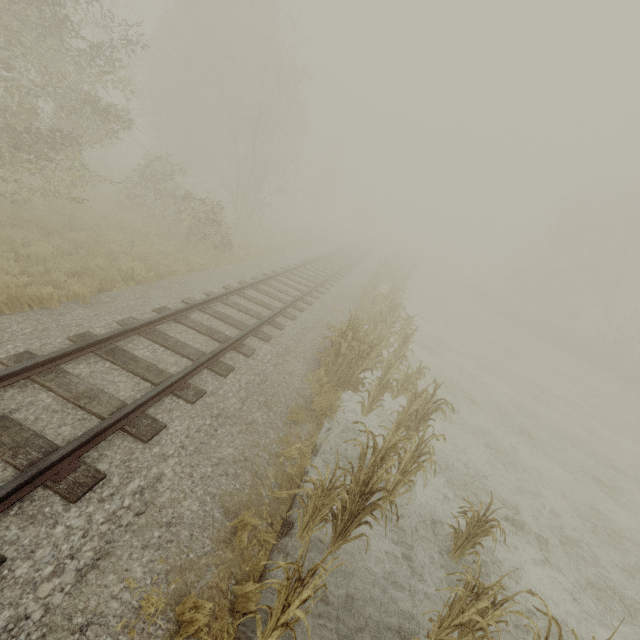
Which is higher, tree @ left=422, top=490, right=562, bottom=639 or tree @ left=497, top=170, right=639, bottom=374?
tree @ left=497, top=170, right=639, bottom=374

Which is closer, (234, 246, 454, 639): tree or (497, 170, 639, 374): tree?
(234, 246, 454, 639): tree

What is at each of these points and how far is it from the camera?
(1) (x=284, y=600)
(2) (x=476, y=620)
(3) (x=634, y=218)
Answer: (1) tree, 3.0m
(2) tree, 4.0m
(3) tree, 30.6m

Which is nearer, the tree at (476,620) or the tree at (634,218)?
the tree at (476,620)
